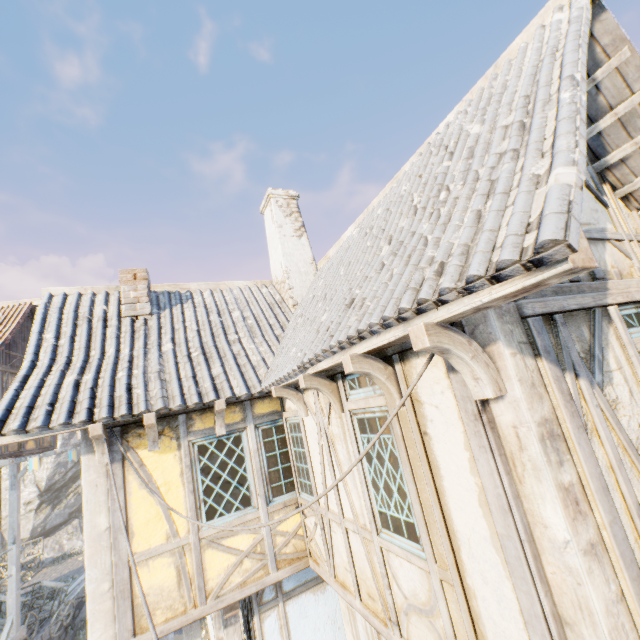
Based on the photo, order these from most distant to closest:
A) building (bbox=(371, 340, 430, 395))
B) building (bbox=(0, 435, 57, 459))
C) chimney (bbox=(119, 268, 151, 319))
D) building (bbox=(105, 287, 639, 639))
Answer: building (bbox=(0, 435, 57, 459))
chimney (bbox=(119, 268, 151, 319))
building (bbox=(371, 340, 430, 395))
building (bbox=(105, 287, 639, 639))

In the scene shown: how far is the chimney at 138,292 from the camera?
6.6 meters

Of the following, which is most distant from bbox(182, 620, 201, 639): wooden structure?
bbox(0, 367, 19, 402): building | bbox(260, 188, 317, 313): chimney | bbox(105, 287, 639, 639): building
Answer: bbox(260, 188, 317, 313): chimney

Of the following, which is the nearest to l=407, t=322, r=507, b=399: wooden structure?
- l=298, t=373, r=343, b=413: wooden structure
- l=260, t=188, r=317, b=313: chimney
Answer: l=298, t=373, r=343, b=413: wooden structure

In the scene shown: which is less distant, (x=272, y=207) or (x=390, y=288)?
(x=390, y=288)

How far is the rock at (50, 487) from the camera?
34.16m

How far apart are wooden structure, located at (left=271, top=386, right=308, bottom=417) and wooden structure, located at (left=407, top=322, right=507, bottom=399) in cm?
315

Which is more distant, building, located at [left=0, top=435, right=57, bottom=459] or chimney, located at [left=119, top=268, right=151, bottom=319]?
A: building, located at [left=0, top=435, right=57, bottom=459]
